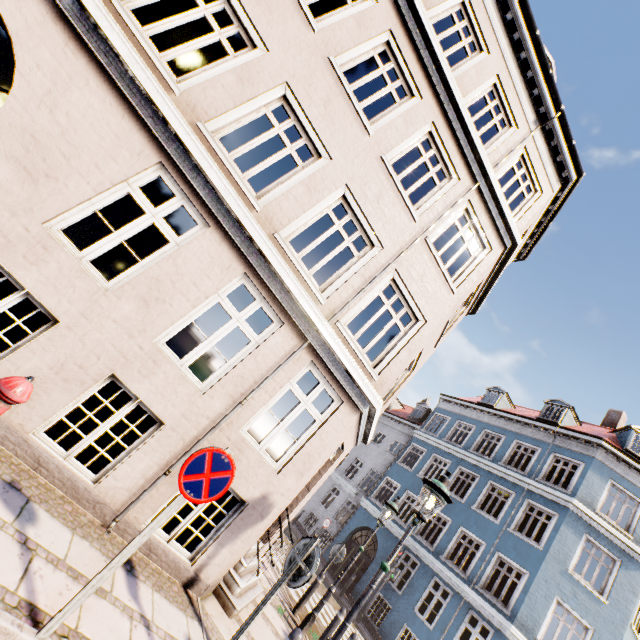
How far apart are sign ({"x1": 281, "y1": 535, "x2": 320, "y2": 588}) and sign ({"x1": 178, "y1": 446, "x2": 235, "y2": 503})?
1.4 meters

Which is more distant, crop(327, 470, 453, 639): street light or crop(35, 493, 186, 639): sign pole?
crop(327, 470, 453, 639): street light

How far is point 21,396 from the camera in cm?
266

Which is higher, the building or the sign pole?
the building

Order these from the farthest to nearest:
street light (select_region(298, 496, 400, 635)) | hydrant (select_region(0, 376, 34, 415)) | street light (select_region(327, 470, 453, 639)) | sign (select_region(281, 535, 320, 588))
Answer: street light (select_region(298, 496, 400, 635)), street light (select_region(327, 470, 453, 639)), sign (select_region(281, 535, 320, 588)), hydrant (select_region(0, 376, 34, 415))

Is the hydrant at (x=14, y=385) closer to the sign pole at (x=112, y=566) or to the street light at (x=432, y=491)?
the sign pole at (x=112, y=566)

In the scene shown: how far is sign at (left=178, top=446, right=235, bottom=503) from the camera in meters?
3.1

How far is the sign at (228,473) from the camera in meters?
3.1
